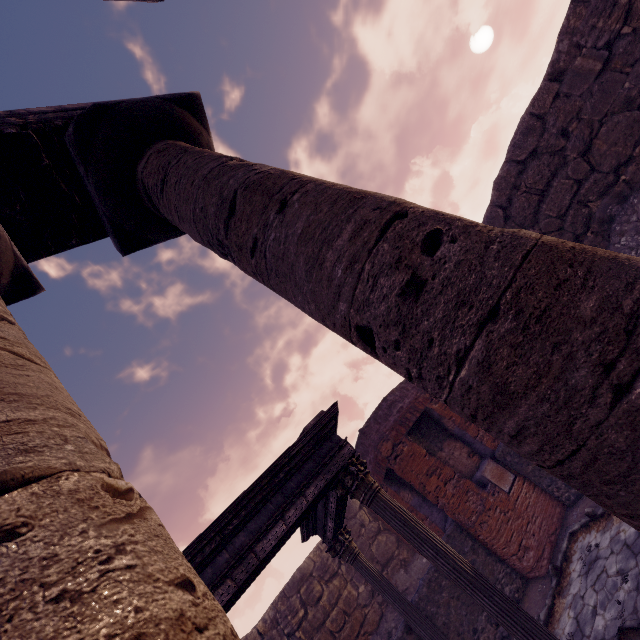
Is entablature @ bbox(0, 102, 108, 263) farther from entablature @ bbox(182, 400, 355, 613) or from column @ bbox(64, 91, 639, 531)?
entablature @ bbox(182, 400, 355, 613)

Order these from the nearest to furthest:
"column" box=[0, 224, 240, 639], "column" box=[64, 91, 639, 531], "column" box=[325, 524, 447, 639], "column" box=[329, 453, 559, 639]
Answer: "column" box=[0, 224, 240, 639], "column" box=[64, 91, 639, 531], "column" box=[329, 453, 559, 639], "column" box=[325, 524, 447, 639]

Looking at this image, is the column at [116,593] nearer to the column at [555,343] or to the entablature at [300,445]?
the column at [555,343]

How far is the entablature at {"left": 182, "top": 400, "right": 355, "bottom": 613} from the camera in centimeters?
388cm

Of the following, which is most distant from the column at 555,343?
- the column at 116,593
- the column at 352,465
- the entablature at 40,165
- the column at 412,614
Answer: the column at 412,614

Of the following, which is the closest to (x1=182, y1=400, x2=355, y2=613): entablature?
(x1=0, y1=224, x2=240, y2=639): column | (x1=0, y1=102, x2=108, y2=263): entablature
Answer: (x1=0, y1=224, x2=240, y2=639): column

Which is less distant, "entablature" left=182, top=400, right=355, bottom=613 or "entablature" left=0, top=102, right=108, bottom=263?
"entablature" left=0, top=102, right=108, bottom=263

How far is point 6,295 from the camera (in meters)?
2.94
